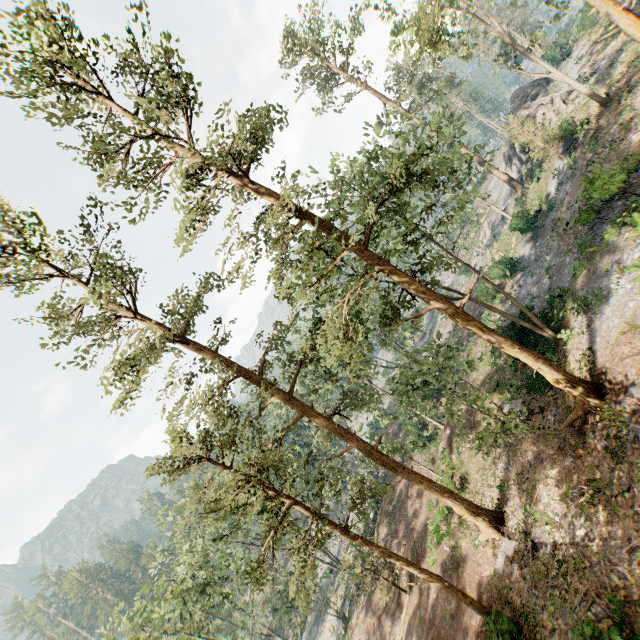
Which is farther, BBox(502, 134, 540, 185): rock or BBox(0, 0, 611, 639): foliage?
BBox(502, 134, 540, 185): rock

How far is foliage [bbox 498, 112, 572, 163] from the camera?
27.9m

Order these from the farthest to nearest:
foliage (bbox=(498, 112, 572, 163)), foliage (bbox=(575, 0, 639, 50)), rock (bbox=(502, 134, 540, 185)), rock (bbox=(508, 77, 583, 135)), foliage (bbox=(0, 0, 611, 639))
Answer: rock (bbox=(502, 134, 540, 185)) < rock (bbox=(508, 77, 583, 135)) < foliage (bbox=(498, 112, 572, 163)) < foliage (bbox=(575, 0, 639, 50)) < foliage (bbox=(0, 0, 611, 639))

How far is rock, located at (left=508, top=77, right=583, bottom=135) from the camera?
33.31m

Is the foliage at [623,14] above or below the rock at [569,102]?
above

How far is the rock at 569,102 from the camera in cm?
3331

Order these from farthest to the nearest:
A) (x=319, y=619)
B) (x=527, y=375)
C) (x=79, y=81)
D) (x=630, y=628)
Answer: (x=319, y=619), (x=527, y=375), (x=79, y=81), (x=630, y=628)
